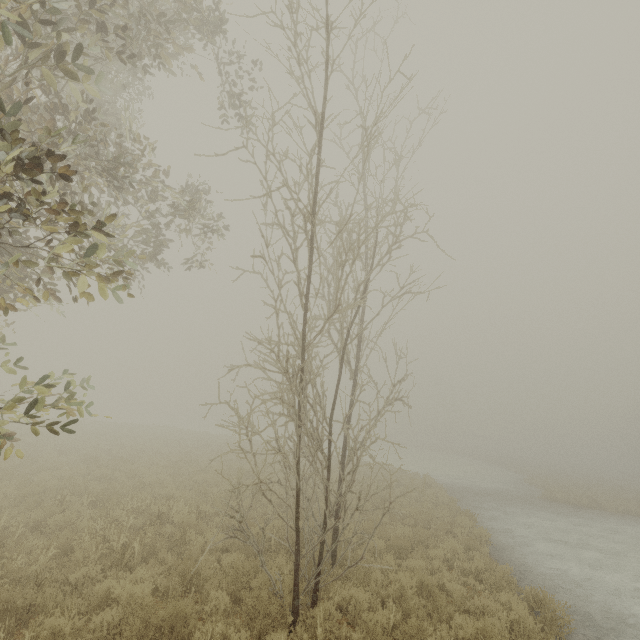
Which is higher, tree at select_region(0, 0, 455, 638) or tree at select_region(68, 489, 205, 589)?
tree at select_region(0, 0, 455, 638)

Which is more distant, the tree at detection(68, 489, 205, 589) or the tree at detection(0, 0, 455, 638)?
the tree at detection(68, 489, 205, 589)

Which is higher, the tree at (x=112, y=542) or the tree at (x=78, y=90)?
the tree at (x=78, y=90)

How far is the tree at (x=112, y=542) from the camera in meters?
6.3 m

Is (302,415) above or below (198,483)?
above

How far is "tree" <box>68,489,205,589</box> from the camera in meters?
6.3 m
